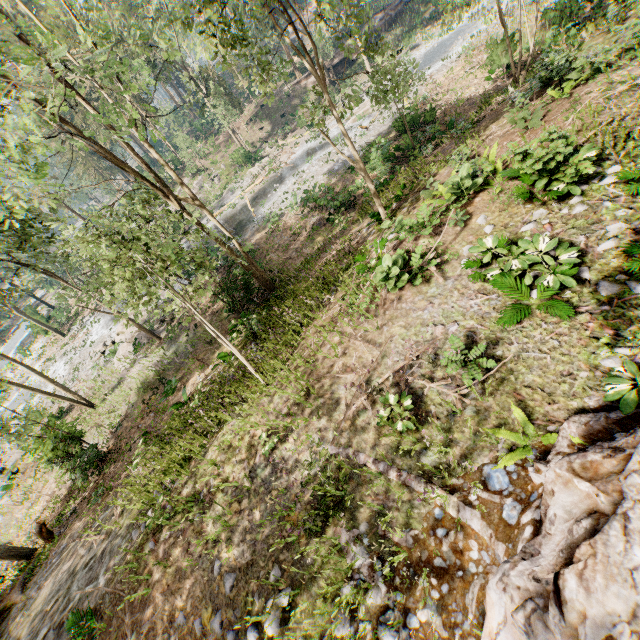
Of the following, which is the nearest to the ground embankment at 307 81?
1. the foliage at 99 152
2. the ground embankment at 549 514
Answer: the foliage at 99 152

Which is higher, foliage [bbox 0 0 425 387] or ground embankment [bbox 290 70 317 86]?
foliage [bbox 0 0 425 387]

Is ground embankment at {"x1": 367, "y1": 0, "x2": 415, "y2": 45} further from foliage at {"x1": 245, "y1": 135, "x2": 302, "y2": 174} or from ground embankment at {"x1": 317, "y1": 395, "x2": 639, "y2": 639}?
ground embankment at {"x1": 317, "y1": 395, "x2": 639, "y2": 639}

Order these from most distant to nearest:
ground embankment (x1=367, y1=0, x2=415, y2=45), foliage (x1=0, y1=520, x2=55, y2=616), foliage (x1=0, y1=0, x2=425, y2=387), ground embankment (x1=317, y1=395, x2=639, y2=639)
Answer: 1. ground embankment (x1=367, y1=0, x2=415, y2=45)
2. foliage (x1=0, y1=520, x2=55, y2=616)
3. foliage (x1=0, y1=0, x2=425, y2=387)
4. ground embankment (x1=317, y1=395, x2=639, y2=639)

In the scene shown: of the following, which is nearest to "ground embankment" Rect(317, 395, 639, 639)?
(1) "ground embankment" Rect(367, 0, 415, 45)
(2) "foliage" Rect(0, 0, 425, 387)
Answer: (2) "foliage" Rect(0, 0, 425, 387)

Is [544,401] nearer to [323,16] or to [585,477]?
[585,477]
